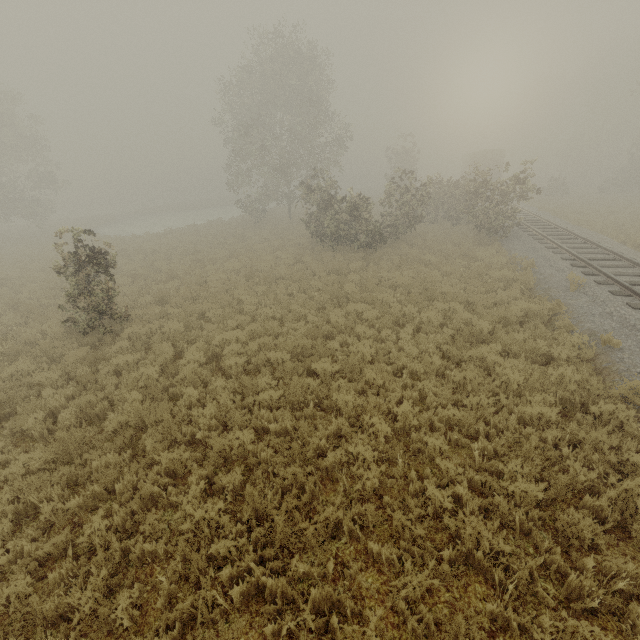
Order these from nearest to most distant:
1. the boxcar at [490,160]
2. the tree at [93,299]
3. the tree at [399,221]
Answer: the tree at [93,299]
the tree at [399,221]
the boxcar at [490,160]

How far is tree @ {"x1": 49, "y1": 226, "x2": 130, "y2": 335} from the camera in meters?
9.5

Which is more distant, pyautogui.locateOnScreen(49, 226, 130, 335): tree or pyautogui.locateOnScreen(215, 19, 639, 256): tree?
pyautogui.locateOnScreen(215, 19, 639, 256): tree

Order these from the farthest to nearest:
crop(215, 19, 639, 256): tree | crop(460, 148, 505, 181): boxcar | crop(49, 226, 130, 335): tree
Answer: crop(460, 148, 505, 181): boxcar, crop(215, 19, 639, 256): tree, crop(49, 226, 130, 335): tree

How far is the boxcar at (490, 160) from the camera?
38.1 meters

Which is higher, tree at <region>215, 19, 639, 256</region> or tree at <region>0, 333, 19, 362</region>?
tree at <region>215, 19, 639, 256</region>

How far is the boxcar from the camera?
38.1 meters

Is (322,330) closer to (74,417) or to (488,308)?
(488,308)
